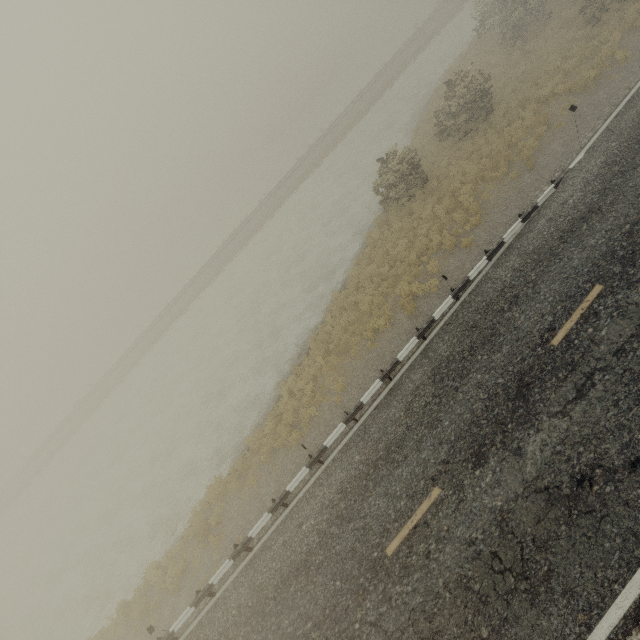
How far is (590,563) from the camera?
6.4 meters
